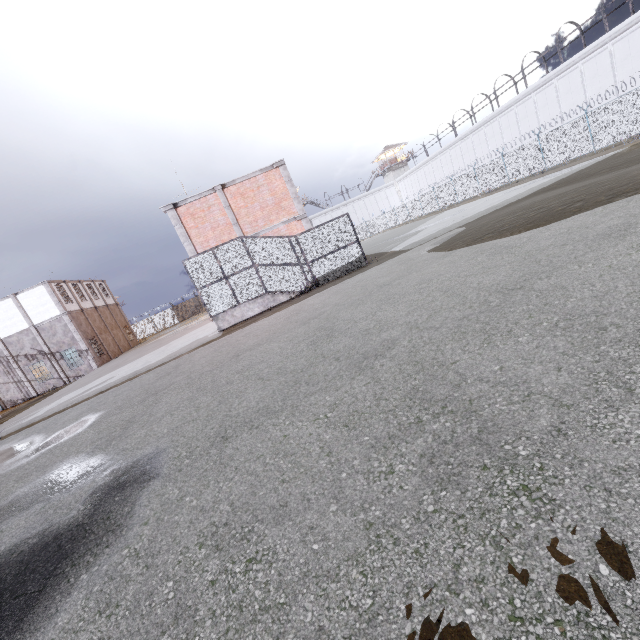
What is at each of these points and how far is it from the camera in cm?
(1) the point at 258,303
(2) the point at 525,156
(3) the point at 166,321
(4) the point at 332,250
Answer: (1) stair, 1620
(2) fence, 2892
(3) fence, 5256
(4) cage, 1667

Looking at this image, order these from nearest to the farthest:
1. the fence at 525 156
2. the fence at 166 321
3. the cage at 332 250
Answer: the cage at 332 250
the fence at 525 156
the fence at 166 321

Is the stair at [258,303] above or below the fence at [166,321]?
below

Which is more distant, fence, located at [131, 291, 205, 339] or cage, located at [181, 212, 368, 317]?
fence, located at [131, 291, 205, 339]

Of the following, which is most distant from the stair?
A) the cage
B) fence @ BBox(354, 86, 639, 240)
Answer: fence @ BBox(354, 86, 639, 240)

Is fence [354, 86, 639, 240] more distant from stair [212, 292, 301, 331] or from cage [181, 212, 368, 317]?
stair [212, 292, 301, 331]

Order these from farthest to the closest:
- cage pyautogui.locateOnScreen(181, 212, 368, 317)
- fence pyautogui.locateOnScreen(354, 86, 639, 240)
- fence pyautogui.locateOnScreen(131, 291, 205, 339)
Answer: fence pyautogui.locateOnScreen(131, 291, 205, 339) → fence pyautogui.locateOnScreen(354, 86, 639, 240) → cage pyautogui.locateOnScreen(181, 212, 368, 317)
